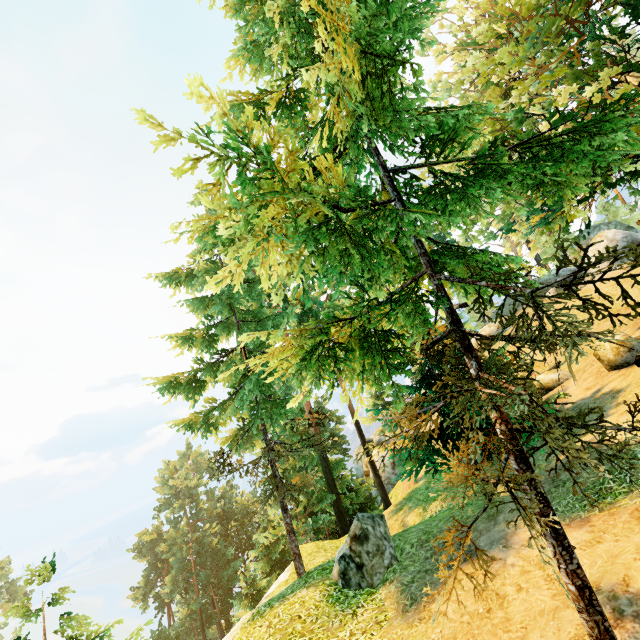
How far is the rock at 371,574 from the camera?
7.7m

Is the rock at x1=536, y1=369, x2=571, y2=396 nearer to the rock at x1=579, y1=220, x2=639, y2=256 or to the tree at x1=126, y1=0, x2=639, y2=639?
the tree at x1=126, y1=0, x2=639, y2=639

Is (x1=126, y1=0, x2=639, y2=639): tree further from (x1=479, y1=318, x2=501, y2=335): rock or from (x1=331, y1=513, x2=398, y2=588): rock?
(x1=479, y1=318, x2=501, y2=335): rock

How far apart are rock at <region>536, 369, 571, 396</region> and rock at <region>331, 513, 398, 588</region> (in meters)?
11.30

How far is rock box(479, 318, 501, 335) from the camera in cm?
3306

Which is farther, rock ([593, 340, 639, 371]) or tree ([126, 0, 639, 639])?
rock ([593, 340, 639, 371])

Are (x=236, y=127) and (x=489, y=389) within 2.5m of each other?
no

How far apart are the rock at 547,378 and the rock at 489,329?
16.73m
